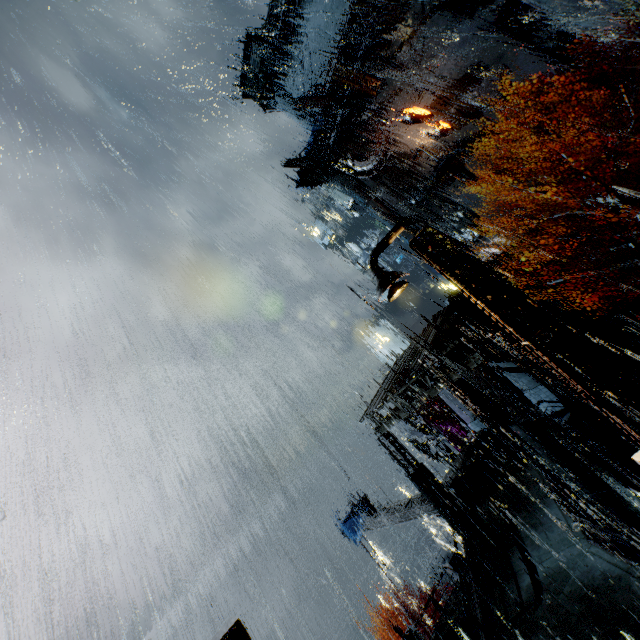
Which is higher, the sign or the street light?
the sign

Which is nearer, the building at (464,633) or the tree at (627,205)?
the tree at (627,205)

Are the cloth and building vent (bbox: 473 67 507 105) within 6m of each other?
no

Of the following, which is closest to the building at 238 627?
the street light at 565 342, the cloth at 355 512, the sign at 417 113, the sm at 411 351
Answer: the sm at 411 351

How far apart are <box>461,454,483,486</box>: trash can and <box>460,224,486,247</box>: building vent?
25.6 meters

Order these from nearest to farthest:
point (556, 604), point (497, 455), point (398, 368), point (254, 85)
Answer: point (556, 604), point (497, 455), point (398, 368), point (254, 85)

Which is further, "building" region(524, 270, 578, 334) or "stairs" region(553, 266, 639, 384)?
"building" region(524, 270, 578, 334)

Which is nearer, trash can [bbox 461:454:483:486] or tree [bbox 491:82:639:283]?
tree [bbox 491:82:639:283]
